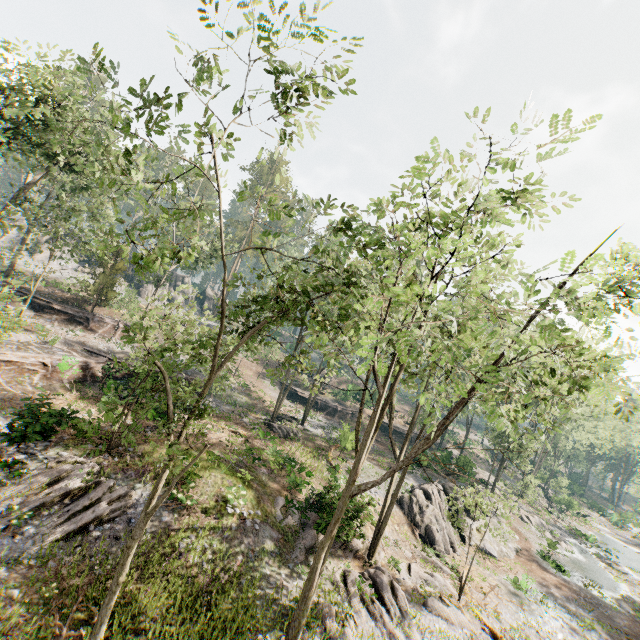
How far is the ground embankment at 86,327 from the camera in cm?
3039

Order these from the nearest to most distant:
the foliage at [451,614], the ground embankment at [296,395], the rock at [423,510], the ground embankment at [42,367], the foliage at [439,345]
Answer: the foliage at [439,345] → the foliage at [451,614] → the ground embankment at [42,367] → the rock at [423,510] → the ground embankment at [296,395]

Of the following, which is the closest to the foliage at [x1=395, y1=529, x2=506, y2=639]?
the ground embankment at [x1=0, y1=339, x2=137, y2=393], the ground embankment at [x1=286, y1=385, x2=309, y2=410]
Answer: the ground embankment at [x1=0, y1=339, x2=137, y2=393]

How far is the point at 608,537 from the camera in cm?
4744

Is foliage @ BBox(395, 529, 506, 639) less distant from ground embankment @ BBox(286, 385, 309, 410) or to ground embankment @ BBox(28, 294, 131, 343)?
ground embankment @ BBox(28, 294, 131, 343)

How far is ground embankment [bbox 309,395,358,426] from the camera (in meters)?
42.91

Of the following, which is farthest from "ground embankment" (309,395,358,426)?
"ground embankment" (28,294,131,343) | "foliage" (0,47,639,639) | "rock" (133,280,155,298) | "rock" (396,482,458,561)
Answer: "rock" (133,280,155,298)

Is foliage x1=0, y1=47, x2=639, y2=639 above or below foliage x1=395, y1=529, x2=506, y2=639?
above
